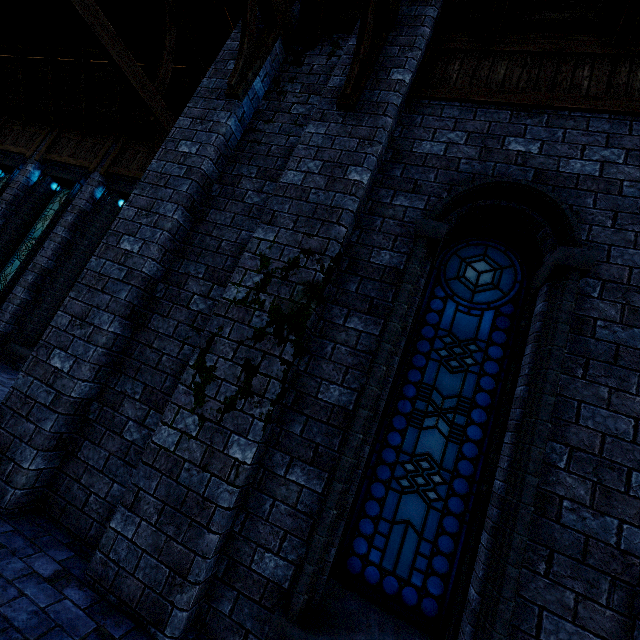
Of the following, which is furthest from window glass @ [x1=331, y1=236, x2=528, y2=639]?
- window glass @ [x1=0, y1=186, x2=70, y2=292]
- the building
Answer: window glass @ [x1=0, y1=186, x2=70, y2=292]

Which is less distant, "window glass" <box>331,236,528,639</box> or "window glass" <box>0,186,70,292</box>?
"window glass" <box>331,236,528,639</box>

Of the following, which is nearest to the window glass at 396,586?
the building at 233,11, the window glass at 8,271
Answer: the building at 233,11

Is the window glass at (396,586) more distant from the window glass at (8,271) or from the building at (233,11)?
the window glass at (8,271)

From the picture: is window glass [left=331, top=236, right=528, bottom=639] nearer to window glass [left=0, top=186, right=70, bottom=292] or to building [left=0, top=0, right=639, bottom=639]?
building [left=0, top=0, right=639, bottom=639]

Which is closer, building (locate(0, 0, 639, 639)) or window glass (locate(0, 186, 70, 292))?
building (locate(0, 0, 639, 639))

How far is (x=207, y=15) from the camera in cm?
713
